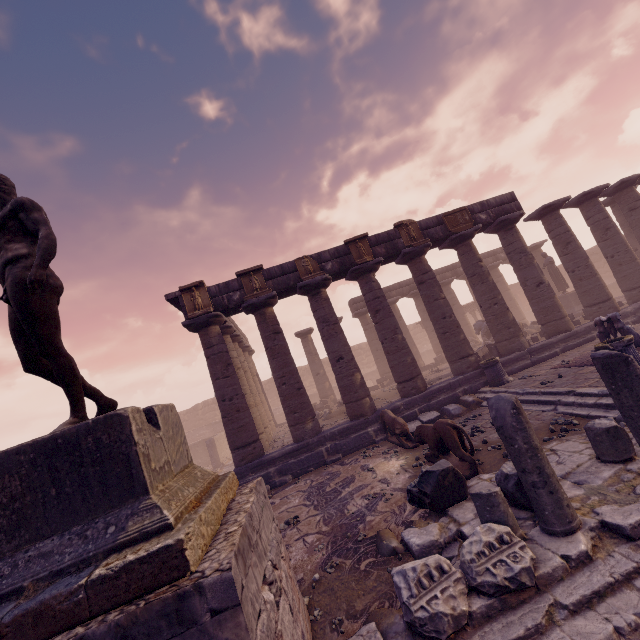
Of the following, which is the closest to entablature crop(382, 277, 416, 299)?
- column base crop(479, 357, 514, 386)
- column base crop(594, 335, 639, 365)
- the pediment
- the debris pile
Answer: the pediment

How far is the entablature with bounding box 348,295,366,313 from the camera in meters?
23.3 m

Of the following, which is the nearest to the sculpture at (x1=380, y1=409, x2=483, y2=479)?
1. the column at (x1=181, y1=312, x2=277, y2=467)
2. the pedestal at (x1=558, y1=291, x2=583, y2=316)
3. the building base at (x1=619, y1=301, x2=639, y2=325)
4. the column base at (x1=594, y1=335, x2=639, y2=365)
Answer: the building base at (x1=619, y1=301, x2=639, y2=325)

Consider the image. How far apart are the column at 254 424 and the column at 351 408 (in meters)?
3.22

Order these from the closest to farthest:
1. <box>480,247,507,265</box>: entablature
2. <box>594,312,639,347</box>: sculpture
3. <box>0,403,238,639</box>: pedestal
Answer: <box>0,403,238,639</box>: pedestal → <box>594,312,639,347</box>: sculpture → <box>480,247,507,265</box>: entablature

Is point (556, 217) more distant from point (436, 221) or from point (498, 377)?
point (498, 377)

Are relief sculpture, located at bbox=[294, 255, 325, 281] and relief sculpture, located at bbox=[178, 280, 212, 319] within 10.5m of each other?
yes

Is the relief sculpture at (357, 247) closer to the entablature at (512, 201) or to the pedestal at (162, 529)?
the entablature at (512, 201)
